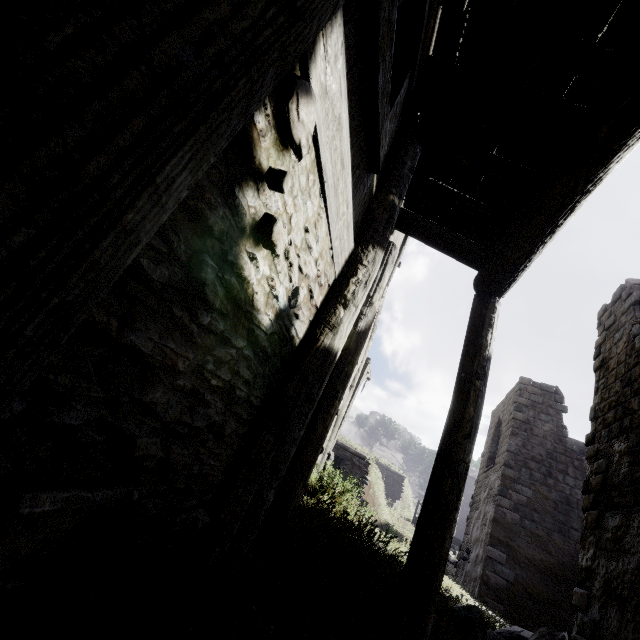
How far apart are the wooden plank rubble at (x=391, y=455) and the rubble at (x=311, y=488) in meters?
50.4 m

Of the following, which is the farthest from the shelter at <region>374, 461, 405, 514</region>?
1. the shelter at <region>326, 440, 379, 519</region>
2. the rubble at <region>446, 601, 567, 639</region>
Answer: the rubble at <region>446, 601, 567, 639</region>

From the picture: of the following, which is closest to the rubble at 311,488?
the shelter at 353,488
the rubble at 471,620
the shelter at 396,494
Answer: the shelter at 353,488

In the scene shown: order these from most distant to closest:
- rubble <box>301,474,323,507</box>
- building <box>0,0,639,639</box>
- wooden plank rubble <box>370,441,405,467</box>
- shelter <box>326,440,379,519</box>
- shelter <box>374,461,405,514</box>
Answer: wooden plank rubble <box>370,441,405,467</box>, shelter <box>374,461,405,514</box>, shelter <box>326,440,379,519</box>, rubble <box>301,474,323,507</box>, building <box>0,0,639,639</box>

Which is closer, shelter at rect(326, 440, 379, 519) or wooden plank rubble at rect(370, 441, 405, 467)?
shelter at rect(326, 440, 379, 519)

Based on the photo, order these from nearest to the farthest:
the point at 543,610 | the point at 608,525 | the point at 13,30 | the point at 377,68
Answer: the point at 13,30 → the point at 377,68 → the point at 608,525 → the point at 543,610

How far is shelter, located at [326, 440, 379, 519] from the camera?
7.1m

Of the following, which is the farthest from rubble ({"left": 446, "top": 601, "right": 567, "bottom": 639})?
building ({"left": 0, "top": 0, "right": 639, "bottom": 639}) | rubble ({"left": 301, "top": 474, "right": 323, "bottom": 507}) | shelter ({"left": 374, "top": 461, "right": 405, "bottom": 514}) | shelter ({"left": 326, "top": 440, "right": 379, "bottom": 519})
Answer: shelter ({"left": 374, "top": 461, "right": 405, "bottom": 514})
